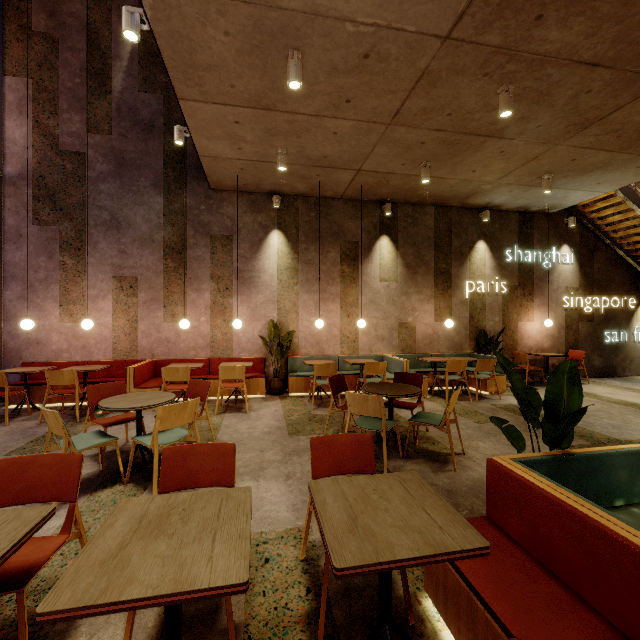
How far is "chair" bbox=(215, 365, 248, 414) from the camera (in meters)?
5.65

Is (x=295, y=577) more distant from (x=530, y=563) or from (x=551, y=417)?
(x=551, y=417)

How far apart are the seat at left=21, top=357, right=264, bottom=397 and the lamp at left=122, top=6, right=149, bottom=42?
4.75m

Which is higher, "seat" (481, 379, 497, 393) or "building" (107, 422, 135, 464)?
"seat" (481, 379, 497, 393)

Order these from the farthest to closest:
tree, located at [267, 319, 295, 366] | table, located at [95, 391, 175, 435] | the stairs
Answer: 1. the stairs
2. tree, located at [267, 319, 295, 366]
3. table, located at [95, 391, 175, 435]

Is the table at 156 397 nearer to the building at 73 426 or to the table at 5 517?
the building at 73 426

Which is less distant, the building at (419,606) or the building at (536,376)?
the building at (419,606)

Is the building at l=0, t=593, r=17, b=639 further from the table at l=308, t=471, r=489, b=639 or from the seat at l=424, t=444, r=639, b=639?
the table at l=308, t=471, r=489, b=639
